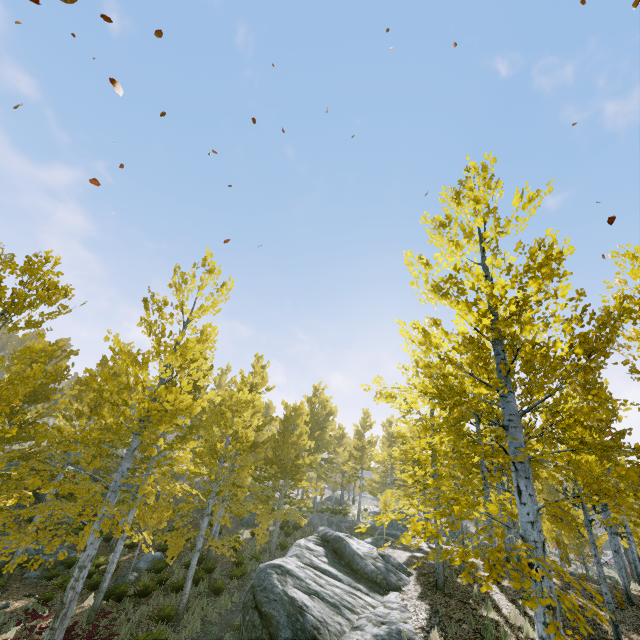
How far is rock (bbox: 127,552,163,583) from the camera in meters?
15.2

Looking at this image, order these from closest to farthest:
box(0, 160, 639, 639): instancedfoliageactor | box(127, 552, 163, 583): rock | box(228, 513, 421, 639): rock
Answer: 1. box(0, 160, 639, 639): instancedfoliageactor
2. box(228, 513, 421, 639): rock
3. box(127, 552, 163, 583): rock

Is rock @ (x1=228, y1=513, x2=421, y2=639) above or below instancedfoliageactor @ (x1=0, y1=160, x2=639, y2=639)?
below

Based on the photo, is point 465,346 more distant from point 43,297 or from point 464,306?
point 43,297

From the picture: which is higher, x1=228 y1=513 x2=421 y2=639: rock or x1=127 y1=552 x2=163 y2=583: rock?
x1=228 y1=513 x2=421 y2=639: rock

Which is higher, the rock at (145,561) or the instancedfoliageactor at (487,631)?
the instancedfoliageactor at (487,631)

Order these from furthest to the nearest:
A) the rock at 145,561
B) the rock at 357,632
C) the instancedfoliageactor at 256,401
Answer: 1. the rock at 145,561
2. the rock at 357,632
3. the instancedfoliageactor at 256,401

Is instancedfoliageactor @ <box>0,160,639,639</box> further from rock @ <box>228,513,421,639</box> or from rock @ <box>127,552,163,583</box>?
rock @ <box>127,552,163,583</box>
